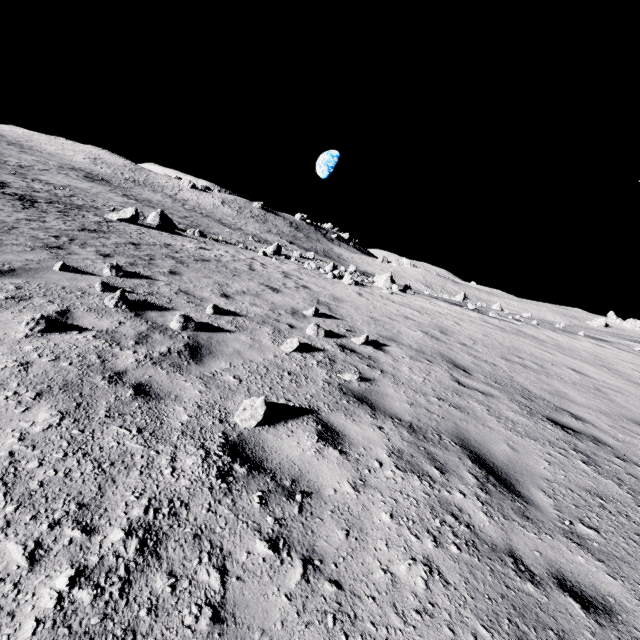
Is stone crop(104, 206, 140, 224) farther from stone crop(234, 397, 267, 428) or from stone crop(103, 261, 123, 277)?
stone crop(234, 397, 267, 428)

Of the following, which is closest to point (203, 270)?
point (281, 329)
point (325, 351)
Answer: point (281, 329)

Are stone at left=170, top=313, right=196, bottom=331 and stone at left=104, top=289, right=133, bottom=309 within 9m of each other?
yes

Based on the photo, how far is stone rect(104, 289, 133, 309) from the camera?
5.4m

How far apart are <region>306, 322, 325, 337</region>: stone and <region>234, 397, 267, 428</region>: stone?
3.47m

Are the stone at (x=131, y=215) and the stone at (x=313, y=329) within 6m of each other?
no

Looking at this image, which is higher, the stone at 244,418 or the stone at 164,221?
the stone at 244,418

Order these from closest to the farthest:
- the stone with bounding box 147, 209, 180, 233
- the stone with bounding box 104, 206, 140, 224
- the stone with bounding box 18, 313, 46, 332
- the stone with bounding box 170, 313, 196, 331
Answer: the stone with bounding box 18, 313, 46, 332 → the stone with bounding box 170, 313, 196, 331 → the stone with bounding box 104, 206, 140, 224 → the stone with bounding box 147, 209, 180, 233
